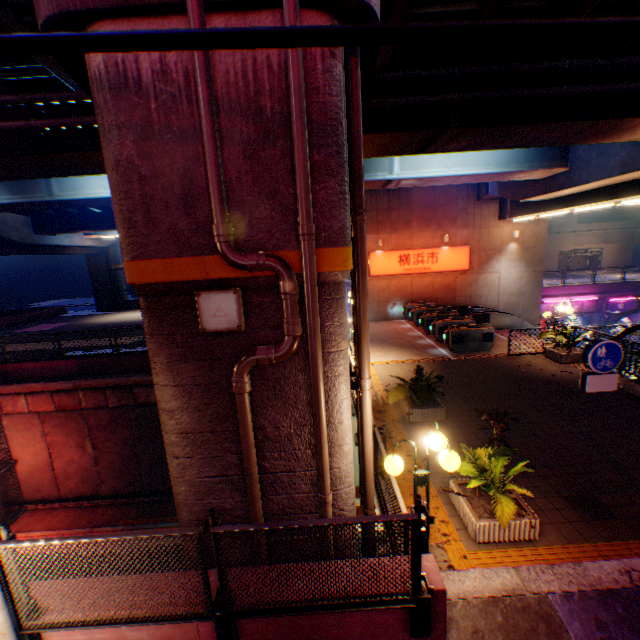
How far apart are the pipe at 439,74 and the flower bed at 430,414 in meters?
8.2 m

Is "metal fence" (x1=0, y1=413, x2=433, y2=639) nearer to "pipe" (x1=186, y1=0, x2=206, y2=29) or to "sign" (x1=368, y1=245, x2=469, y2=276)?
"pipe" (x1=186, y1=0, x2=206, y2=29)

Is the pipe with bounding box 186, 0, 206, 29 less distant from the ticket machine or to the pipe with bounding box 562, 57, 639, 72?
the pipe with bounding box 562, 57, 639, 72

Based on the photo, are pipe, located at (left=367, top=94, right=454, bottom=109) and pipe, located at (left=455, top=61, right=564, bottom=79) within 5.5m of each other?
yes

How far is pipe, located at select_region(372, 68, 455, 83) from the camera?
7.38m

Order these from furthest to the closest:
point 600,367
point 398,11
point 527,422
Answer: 1. point 527,422
2. point 398,11
3. point 600,367

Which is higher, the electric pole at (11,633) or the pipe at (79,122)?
the pipe at (79,122)

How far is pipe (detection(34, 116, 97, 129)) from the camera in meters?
7.5 m
